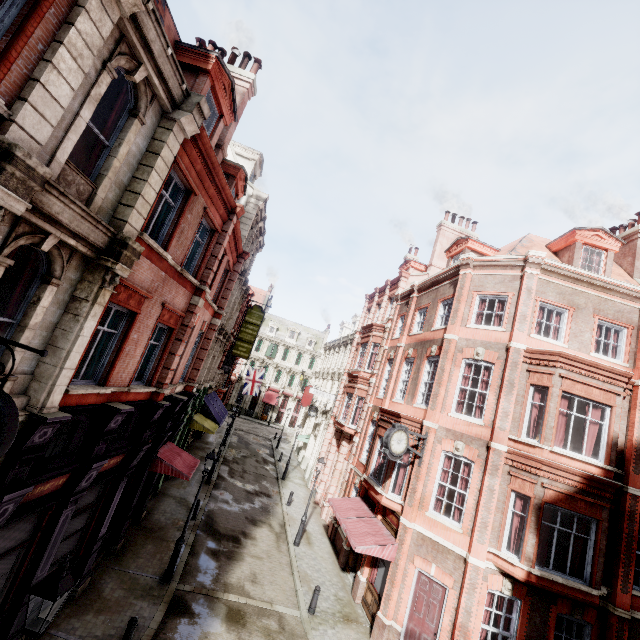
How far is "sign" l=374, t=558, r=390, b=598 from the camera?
13.4m

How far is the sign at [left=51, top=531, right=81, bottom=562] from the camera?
9.0 meters

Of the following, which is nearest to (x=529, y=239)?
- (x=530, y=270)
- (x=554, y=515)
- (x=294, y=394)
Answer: (x=530, y=270)

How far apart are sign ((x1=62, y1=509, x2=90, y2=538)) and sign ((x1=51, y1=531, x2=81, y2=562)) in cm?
15

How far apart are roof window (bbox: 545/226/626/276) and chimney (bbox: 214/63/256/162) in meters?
16.5

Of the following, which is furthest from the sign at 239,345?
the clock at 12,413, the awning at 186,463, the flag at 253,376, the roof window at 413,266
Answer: the clock at 12,413

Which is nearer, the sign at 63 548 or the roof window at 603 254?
the sign at 63 548

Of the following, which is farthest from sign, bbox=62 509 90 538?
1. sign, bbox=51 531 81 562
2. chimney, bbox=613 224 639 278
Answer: chimney, bbox=613 224 639 278
